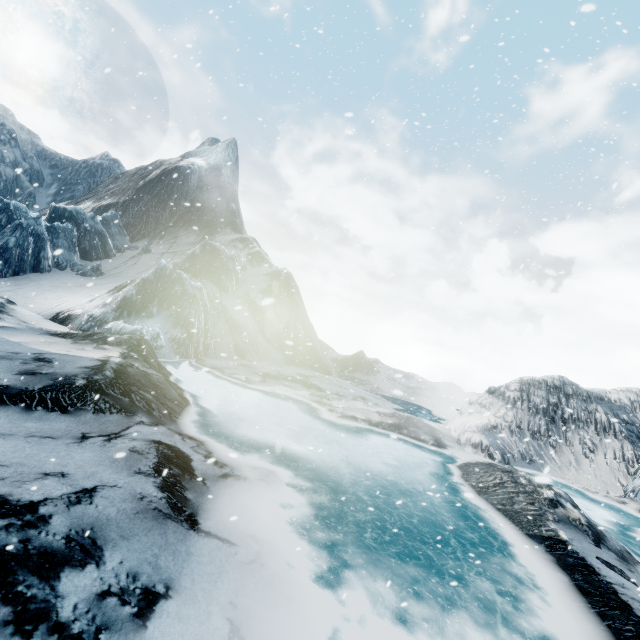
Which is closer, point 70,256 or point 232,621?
point 232,621
